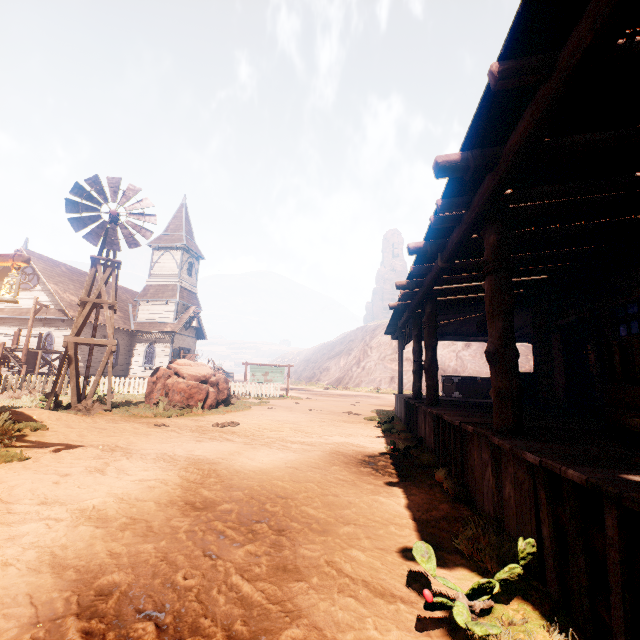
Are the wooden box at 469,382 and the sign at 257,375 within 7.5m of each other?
no

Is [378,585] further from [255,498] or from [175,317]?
[175,317]

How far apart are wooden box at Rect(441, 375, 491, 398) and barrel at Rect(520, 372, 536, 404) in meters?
1.3

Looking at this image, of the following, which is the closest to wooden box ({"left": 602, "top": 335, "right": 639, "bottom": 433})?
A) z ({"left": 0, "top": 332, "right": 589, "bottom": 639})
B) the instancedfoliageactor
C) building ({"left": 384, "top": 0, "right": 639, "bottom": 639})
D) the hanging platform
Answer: building ({"left": 384, "top": 0, "right": 639, "bottom": 639})

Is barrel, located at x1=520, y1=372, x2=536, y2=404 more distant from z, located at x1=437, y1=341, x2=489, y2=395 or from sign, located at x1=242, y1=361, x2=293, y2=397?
sign, located at x1=242, y1=361, x2=293, y2=397

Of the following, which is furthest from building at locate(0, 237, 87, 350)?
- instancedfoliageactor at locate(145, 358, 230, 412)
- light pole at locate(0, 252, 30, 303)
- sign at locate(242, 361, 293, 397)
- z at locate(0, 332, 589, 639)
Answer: sign at locate(242, 361, 293, 397)

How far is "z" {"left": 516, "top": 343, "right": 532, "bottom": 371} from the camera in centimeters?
2854cm

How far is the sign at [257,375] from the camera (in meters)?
21.77
